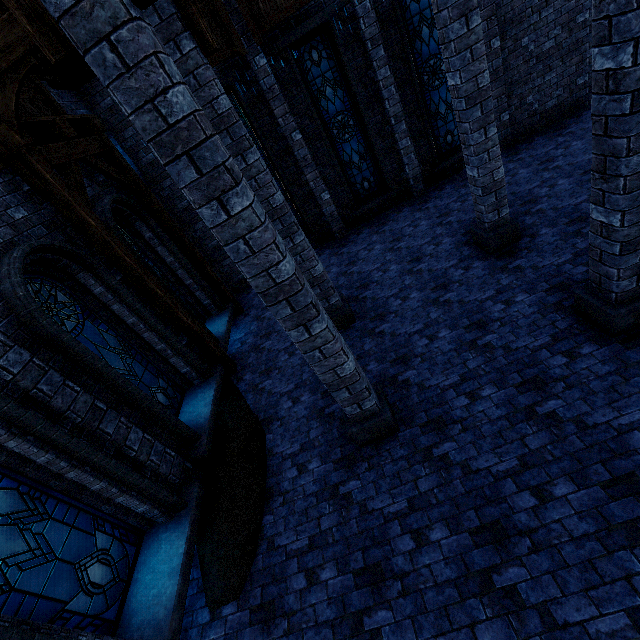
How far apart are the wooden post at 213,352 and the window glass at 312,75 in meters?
6.8

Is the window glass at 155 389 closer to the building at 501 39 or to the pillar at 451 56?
the building at 501 39

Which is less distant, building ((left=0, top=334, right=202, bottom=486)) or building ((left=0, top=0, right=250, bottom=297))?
building ((left=0, top=334, right=202, bottom=486))

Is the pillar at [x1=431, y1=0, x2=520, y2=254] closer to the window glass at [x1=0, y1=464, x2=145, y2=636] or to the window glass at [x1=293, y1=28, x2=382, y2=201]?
the window glass at [x1=293, y1=28, x2=382, y2=201]

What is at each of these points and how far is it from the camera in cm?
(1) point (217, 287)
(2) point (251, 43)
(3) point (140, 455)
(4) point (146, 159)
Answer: (1) wooden post, 1011
(2) building, 823
(3) building, 500
(4) building, 938

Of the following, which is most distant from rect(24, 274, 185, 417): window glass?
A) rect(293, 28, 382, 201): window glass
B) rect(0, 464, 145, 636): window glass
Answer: rect(293, 28, 382, 201): window glass

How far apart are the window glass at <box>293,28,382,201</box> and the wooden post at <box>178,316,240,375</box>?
6.77m

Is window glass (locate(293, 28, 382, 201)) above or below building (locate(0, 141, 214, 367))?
below
